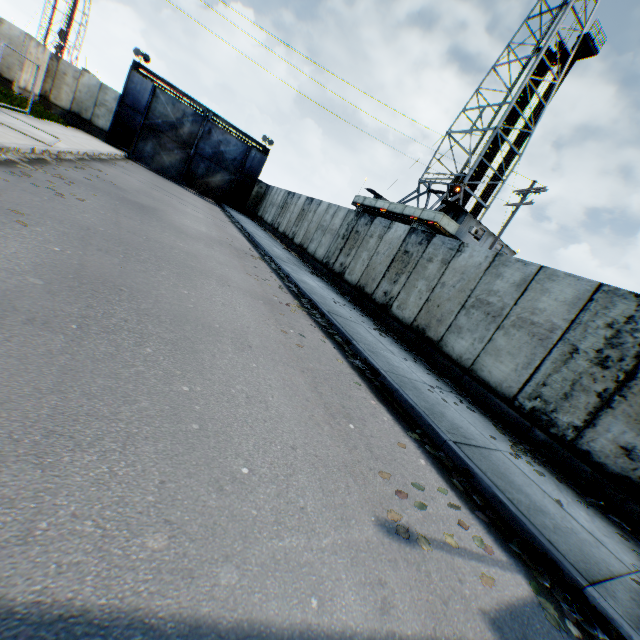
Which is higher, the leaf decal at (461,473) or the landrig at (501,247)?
the landrig at (501,247)

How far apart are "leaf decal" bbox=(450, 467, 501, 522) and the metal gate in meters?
28.8 m

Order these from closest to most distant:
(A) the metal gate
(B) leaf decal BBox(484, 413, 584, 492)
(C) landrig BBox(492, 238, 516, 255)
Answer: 1. (B) leaf decal BBox(484, 413, 584, 492)
2. (A) the metal gate
3. (C) landrig BBox(492, 238, 516, 255)

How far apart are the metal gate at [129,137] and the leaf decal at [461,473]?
28.8m

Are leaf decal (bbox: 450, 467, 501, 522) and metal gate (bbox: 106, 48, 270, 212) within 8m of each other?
no

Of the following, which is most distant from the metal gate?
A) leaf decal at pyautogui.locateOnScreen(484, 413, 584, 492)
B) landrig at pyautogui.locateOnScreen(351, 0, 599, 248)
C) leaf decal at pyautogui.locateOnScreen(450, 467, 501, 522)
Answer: leaf decal at pyautogui.locateOnScreen(450, 467, 501, 522)

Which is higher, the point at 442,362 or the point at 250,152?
the point at 250,152

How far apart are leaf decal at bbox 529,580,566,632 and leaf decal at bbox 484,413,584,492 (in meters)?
2.08
